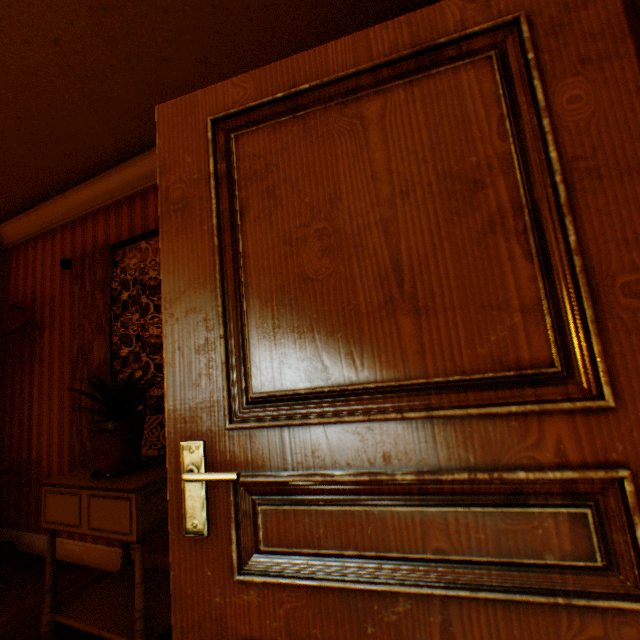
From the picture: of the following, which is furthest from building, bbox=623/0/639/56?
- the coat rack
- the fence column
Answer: the fence column

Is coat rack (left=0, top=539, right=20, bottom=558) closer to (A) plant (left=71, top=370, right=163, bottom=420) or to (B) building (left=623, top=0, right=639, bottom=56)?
(B) building (left=623, top=0, right=639, bottom=56)

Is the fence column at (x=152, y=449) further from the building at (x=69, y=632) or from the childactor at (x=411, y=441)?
the childactor at (x=411, y=441)

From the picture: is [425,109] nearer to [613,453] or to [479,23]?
[479,23]

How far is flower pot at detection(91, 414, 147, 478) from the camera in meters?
1.8

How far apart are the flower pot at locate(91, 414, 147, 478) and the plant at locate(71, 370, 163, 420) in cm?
2

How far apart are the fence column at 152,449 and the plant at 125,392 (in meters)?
22.56

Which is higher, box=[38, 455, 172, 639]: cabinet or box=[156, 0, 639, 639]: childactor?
box=[156, 0, 639, 639]: childactor
